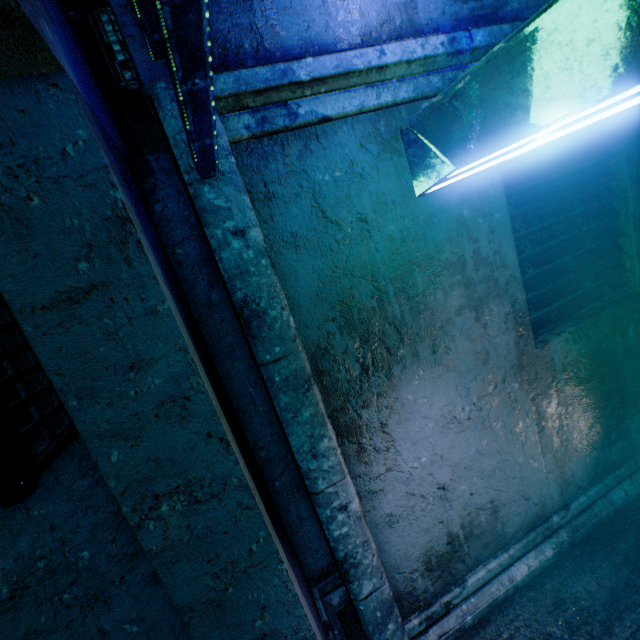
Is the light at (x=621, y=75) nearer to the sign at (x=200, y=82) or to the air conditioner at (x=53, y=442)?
the sign at (x=200, y=82)

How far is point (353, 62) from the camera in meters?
1.3

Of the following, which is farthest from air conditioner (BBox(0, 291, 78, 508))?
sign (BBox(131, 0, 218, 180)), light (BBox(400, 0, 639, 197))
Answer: light (BBox(400, 0, 639, 197))

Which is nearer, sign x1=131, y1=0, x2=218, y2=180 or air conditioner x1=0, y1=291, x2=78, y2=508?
sign x1=131, y1=0, x2=218, y2=180

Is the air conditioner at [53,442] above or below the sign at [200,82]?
below

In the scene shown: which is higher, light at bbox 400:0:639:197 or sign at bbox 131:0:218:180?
sign at bbox 131:0:218:180

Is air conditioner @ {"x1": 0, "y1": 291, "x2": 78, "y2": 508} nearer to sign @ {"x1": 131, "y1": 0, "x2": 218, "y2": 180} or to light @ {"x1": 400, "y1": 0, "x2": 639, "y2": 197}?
sign @ {"x1": 131, "y1": 0, "x2": 218, "y2": 180}
